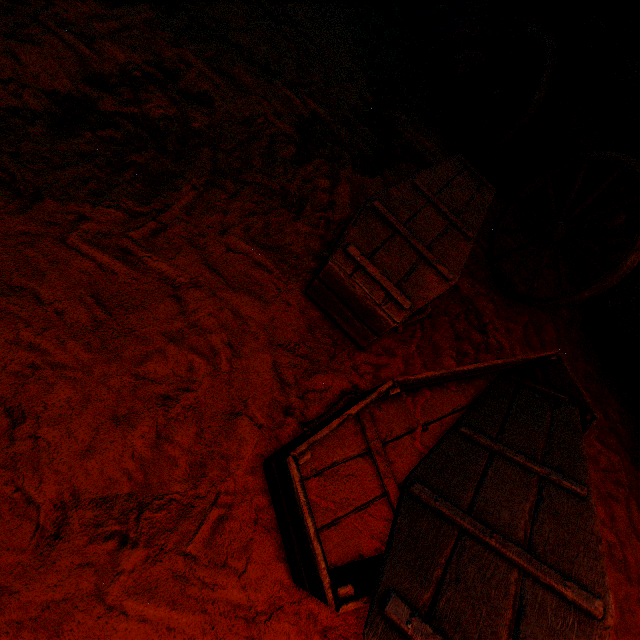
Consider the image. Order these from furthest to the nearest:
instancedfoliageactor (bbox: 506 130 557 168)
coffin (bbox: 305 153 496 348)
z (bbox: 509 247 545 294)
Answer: instancedfoliageactor (bbox: 506 130 557 168) < z (bbox: 509 247 545 294) < coffin (bbox: 305 153 496 348)

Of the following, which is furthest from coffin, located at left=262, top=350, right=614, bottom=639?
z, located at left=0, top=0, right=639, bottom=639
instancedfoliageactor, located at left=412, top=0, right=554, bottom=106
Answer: instancedfoliageactor, located at left=412, top=0, right=554, bottom=106

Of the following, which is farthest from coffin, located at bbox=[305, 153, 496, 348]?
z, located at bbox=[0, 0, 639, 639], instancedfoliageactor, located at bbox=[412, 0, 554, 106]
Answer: instancedfoliageactor, located at bbox=[412, 0, 554, 106]

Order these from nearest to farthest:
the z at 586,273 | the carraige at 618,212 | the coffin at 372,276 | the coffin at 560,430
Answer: the coffin at 560,430 < the coffin at 372,276 < the carraige at 618,212 < the z at 586,273

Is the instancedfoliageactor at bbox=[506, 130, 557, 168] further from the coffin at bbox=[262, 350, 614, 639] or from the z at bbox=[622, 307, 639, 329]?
the coffin at bbox=[262, 350, 614, 639]

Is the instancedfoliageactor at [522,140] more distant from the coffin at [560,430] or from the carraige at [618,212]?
the coffin at [560,430]

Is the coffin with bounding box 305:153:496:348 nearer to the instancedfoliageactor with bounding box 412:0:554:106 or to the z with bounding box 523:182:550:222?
the z with bounding box 523:182:550:222

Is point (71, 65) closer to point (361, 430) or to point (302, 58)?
point (302, 58)
